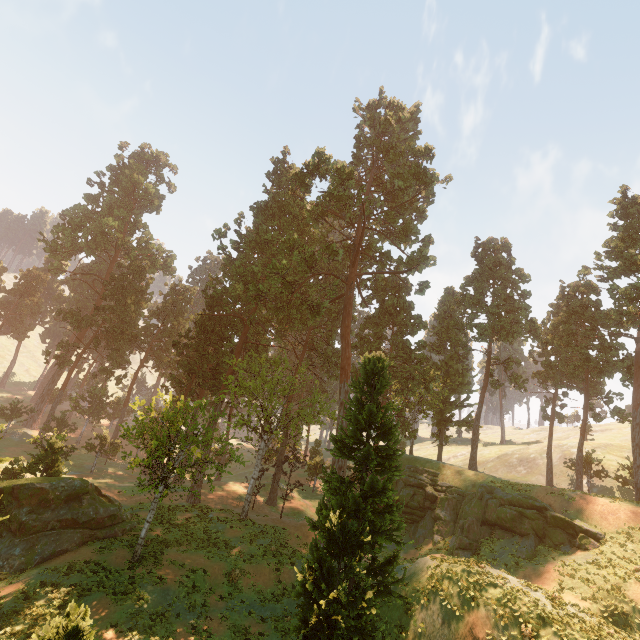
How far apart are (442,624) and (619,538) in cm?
1564

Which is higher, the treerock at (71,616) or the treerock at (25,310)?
the treerock at (25,310)

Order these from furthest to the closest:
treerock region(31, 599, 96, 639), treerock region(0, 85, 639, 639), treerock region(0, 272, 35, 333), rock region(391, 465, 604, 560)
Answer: treerock region(0, 272, 35, 333)
rock region(391, 465, 604, 560)
treerock region(0, 85, 639, 639)
treerock region(31, 599, 96, 639)

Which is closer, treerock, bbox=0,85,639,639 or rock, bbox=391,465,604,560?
treerock, bbox=0,85,639,639

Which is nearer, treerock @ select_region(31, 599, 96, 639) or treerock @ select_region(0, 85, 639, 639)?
treerock @ select_region(31, 599, 96, 639)

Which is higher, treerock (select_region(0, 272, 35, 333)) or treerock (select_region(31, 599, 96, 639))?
treerock (select_region(0, 272, 35, 333))

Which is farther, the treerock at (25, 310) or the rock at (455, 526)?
the treerock at (25, 310)

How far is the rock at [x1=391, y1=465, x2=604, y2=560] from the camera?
23.1m
